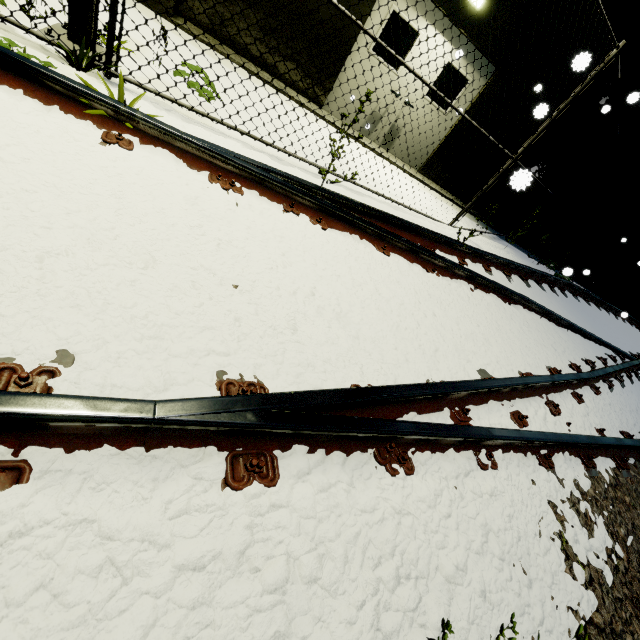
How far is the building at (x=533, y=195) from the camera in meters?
8.6

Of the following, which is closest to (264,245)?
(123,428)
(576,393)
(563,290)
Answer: (123,428)

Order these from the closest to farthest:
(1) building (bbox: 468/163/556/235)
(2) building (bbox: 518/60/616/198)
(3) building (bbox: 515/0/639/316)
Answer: Answer: (3) building (bbox: 515/0/639/316), (2) building (bbox: 518/60/616/198), (1) building (bbox: 468/163/556/235)

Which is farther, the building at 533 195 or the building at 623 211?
the building at 533 195

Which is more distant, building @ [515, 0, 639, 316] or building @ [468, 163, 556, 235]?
building @ [468, 163, 556, 235]

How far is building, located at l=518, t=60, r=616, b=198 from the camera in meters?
7.5 m
